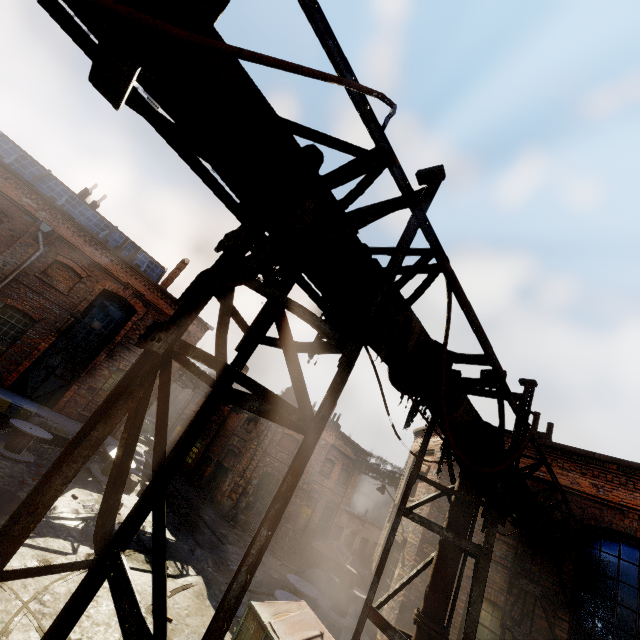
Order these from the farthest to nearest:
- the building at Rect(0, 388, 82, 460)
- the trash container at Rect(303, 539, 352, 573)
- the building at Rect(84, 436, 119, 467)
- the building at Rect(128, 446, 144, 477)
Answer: the trash container at Rect(303, 539, 352, 573) < the building at Rect(128, 446, 144, 477) < the building at Rect(84, 436, 119, 467) < the building at Rect(0, 388, 82, 460)

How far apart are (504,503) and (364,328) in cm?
381

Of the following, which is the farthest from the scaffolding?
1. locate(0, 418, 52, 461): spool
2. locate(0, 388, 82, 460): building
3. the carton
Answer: locate(0, 388, 82, 460): building

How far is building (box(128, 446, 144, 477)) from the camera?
16.24m

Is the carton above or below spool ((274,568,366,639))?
above

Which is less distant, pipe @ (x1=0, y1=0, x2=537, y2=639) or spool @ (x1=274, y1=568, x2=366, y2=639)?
pipe @ (x1=0, y1=0, x2=537, y2=639)

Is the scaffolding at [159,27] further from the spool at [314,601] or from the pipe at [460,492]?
the spool at [314,601]

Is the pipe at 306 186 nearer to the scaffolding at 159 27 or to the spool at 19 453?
the scaffolding at 159 27
